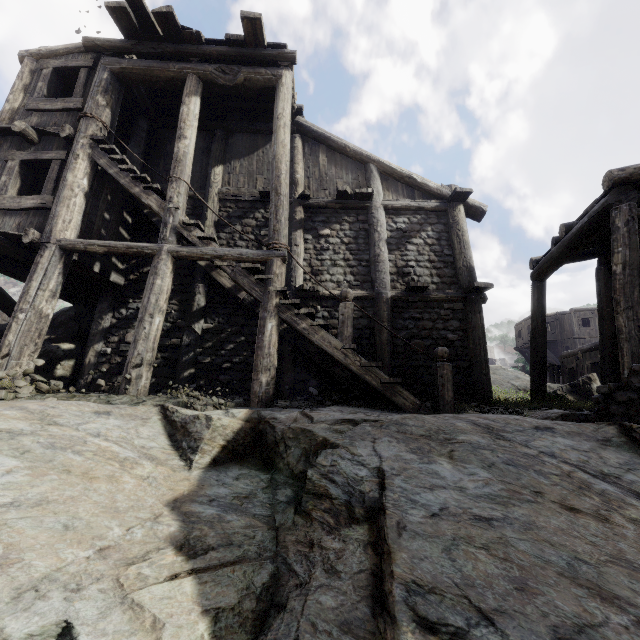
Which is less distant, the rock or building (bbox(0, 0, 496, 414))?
the rock

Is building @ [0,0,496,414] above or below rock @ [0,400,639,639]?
above

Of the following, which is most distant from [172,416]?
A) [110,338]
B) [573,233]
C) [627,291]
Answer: [573,233]

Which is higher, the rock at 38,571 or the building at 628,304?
the building at 628,304

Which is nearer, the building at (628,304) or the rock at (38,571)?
the rock at (38,571)
